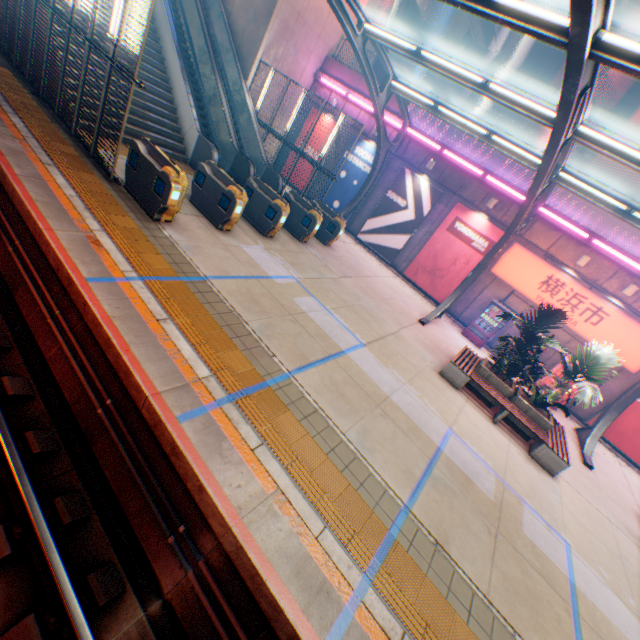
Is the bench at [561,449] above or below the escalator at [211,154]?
below

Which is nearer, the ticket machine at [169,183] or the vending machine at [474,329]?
the ticket machine at [169,183]

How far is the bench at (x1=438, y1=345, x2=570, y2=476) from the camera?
8.7 meters

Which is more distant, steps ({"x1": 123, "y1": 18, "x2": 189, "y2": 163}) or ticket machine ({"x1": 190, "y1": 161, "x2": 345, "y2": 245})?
steps ({"x1": 123, "y1": 18, "x2": 189, "y2": 163})

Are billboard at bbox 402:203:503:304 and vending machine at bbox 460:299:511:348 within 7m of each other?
yes

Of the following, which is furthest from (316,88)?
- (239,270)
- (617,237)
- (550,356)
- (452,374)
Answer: (550,356)

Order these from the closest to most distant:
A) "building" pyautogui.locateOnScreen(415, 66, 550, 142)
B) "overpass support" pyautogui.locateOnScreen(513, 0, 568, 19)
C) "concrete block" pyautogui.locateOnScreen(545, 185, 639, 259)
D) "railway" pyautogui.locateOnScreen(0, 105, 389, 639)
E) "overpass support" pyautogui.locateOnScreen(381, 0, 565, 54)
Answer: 1. "railway" pyautogui.locateOnScreen(0, 105, 389, 639)
2. "concrete block" pyautogui.locateOnScreen(545, 185, 639, 259)
3. "overpass support" pyautogui.locateOnScreen(513, 0, 568, 19)
4. "overpass support" pyautogui.locateOnScreen(381, 0, 565, 54)
5. "building" pyautogui.locateOnScreen(415, 66, 550, 142)

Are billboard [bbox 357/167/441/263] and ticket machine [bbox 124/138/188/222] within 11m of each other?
no
